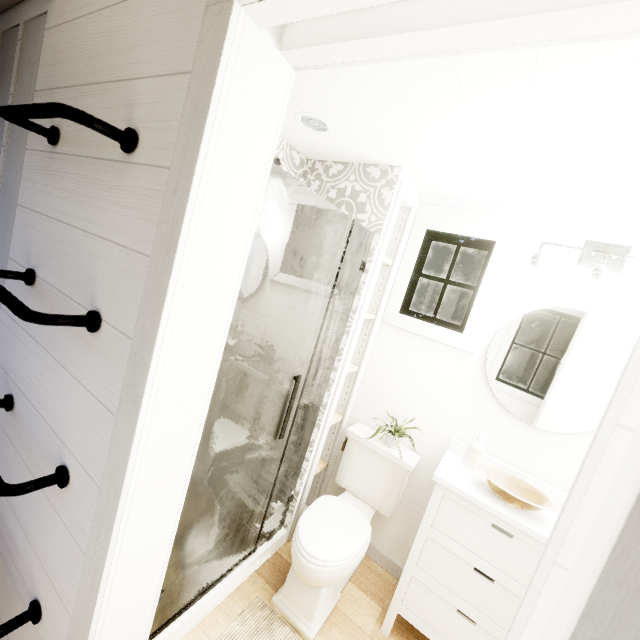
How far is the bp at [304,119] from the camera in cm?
158

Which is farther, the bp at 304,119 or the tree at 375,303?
the bp at 304,119

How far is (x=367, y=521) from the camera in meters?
2.0 m

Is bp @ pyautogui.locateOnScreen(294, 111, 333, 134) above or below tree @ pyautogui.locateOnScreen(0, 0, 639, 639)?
above

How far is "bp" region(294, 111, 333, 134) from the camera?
1.58m

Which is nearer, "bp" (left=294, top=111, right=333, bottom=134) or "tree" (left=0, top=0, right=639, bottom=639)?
"tree" (left=0, top=0, right=639, bottom=639)
